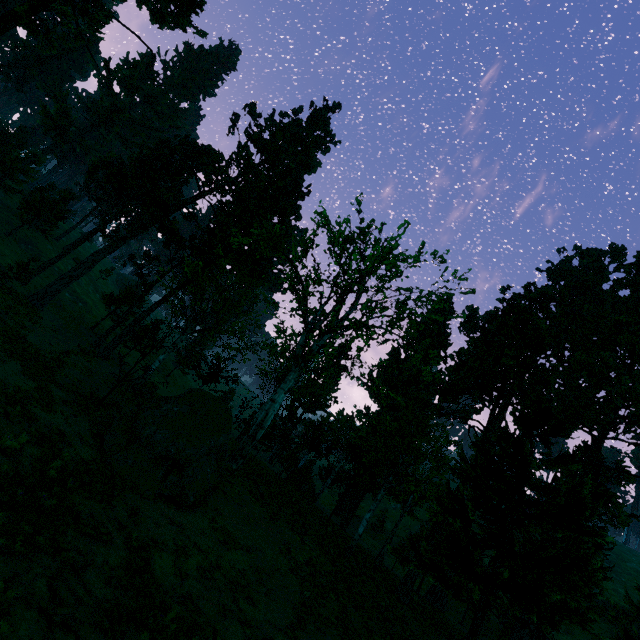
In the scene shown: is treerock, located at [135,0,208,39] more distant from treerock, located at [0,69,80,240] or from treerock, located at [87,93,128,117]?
treerock, located at [87,93,128,117]

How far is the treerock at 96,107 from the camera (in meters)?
57.41

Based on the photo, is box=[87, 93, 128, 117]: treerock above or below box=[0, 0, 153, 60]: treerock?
above

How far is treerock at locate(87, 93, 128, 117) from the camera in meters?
57.4 m

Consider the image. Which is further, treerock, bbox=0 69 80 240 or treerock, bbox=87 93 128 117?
treerock, bbox=87 93 128 117

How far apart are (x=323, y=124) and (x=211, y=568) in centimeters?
4787cm

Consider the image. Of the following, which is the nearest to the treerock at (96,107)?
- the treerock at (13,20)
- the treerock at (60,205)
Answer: the treerock at (60,205)

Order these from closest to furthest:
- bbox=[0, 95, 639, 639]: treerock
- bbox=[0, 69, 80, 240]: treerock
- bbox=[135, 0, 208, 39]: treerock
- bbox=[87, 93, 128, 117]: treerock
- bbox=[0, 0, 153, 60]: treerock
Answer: bbox=[0, 95, 639, 639]: treerock
bbox=[0, 0, 153, 60]: treerock
bbox=[135, 0, 208, 39]: treerock
bbox=[0, 69, 80, 240]: treerock
bbox=[87, 93, 128, 117]: treerock
